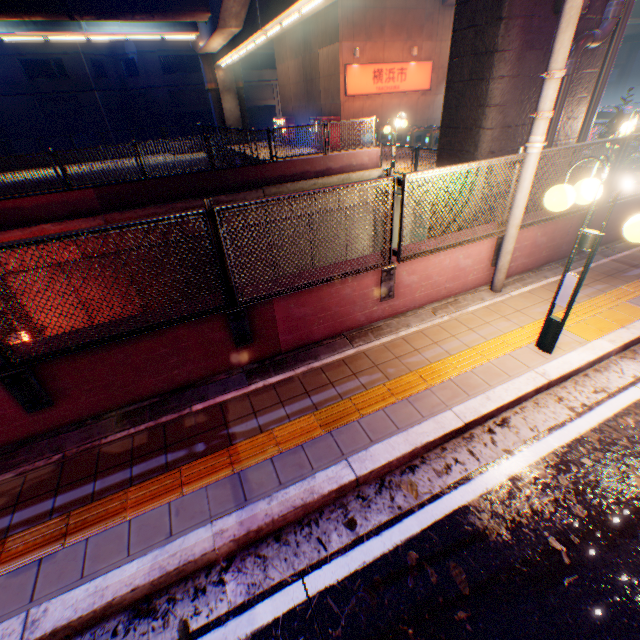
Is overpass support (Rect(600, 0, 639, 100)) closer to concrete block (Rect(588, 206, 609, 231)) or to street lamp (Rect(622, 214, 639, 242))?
concrete block (Rect(588, 206, 609, 231))

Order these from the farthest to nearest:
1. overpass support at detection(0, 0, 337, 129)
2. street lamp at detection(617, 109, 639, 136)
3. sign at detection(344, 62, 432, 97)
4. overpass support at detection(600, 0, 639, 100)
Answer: overpass support at detection(600, 0, 639, 100) < sign at detection(344, 62, 432, 97) < overpass support at detection(0, 0, 337, 129) < street lamp at detection(617, 109, 639, 136)

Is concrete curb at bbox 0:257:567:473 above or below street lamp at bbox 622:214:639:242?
below

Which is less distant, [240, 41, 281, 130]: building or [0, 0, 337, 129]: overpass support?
[0, 0, 337, 129]: overpass support

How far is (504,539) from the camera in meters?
2.8

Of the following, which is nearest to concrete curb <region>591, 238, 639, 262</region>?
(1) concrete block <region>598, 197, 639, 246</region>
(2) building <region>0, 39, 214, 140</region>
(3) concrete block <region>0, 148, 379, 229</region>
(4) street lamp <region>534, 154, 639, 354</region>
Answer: (1) concrete block <region>598, 197, 639, 246</region>

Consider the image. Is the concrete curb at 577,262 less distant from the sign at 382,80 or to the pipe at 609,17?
the pipe at 609,17

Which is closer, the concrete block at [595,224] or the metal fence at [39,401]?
Answer: the metal fence at [39,401]
